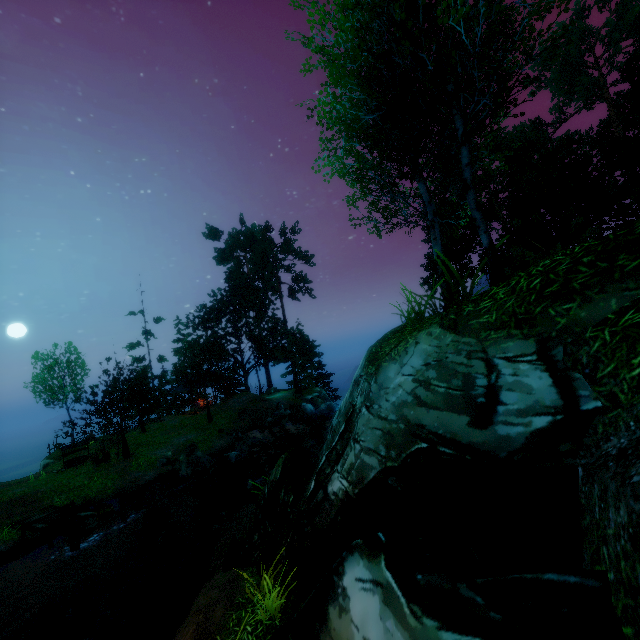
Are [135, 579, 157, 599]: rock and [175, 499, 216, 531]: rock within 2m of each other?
no

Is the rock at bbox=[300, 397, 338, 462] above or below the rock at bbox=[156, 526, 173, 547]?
above

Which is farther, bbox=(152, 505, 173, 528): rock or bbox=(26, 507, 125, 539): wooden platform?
bbox=(152, 505, 173, 528): rock

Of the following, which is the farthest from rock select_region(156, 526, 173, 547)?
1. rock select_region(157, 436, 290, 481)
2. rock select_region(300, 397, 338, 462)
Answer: rock select_region(300, 397, 338, 462)

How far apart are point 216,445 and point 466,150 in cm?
2490

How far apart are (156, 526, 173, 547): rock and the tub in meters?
2.3

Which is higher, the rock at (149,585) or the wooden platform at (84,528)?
the wooden platform at (84,528)

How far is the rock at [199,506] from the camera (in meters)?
15.49
